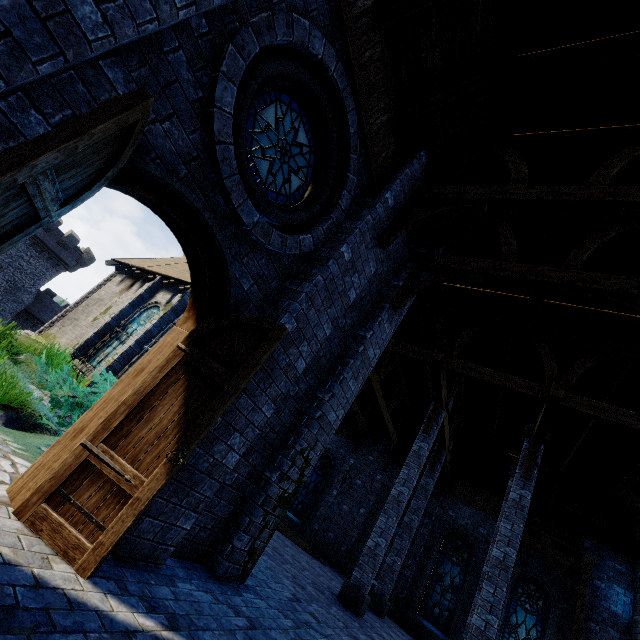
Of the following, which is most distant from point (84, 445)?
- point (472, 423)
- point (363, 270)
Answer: point (472, 423)

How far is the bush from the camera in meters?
4.5

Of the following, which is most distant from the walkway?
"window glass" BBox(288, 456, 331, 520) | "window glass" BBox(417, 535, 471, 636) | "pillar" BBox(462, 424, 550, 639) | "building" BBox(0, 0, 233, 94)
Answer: "window glass" BBox(288, 456, 331, 520)

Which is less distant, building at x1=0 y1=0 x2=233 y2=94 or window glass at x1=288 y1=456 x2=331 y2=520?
building at x1=0 y1=0 x2=233 y2=94

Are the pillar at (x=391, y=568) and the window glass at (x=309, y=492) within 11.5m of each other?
yes

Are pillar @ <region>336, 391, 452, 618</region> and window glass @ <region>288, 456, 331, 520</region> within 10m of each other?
yes

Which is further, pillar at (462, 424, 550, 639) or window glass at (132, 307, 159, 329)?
window glass at (132, 307, 159, 329)

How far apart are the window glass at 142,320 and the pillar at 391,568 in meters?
11.9 m
